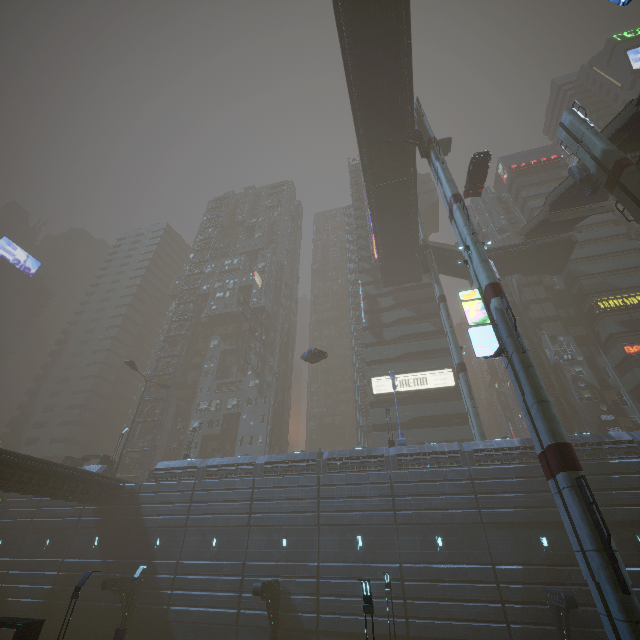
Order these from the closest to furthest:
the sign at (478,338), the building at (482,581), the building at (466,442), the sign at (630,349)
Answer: the sign at (478,338) → the building at (482,581) → the building at (466,442) → the sign at (630,349)

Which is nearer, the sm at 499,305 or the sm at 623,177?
the sm at 499,305

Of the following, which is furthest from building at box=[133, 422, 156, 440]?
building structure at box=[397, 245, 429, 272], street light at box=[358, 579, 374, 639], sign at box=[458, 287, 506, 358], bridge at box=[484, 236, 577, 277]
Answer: building structure at box=[397, 245, 429, 272]

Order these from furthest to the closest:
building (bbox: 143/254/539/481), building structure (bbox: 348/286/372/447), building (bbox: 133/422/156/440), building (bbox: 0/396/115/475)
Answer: building (bbox: 133/422/156/440), building structure (bbox: 348/286/372/447), building (bbox: 0/396/115/475), building (bbox: 143/254/539/481)

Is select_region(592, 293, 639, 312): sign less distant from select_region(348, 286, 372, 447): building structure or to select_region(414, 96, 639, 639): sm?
select_region(414, 96, 639, 639): sm

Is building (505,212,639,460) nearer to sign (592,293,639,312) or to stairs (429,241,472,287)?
sign (592,293,639,312)

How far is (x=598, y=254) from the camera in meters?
42.9 m

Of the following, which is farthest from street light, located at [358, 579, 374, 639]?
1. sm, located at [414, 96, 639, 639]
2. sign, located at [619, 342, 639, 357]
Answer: sign, located at [619, 342, 639, 357]
